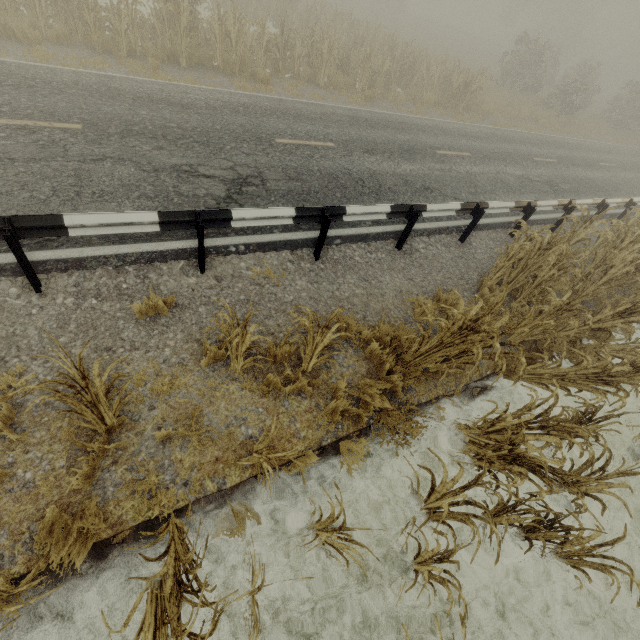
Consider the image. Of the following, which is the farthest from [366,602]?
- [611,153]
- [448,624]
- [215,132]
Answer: [611,153]

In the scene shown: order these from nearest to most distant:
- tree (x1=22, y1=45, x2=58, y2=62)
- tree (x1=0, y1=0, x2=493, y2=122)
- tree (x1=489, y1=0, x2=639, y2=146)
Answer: tree (x1=22, y1=45, x2=58, y2=62)
tree (x1=0, y1=0, x2=493, y2=122)
tree (x1=489, y1=0, x2=639, y2=146)

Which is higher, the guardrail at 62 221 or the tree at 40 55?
the guardrail at 62 221

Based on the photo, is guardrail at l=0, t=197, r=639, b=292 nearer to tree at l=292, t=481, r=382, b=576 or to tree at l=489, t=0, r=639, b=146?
tree at l=292, t=481, r=382, b=576

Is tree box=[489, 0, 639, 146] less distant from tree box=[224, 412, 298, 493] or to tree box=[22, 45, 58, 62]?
tree box=[224, 412, 298, 493]

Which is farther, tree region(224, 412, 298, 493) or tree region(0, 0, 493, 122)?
tree region(0, 0, 493, 122)

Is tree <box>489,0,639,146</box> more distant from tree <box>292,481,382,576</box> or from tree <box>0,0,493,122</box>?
tree <box>292,481,382,576</box>

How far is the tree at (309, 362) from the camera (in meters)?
3.56
